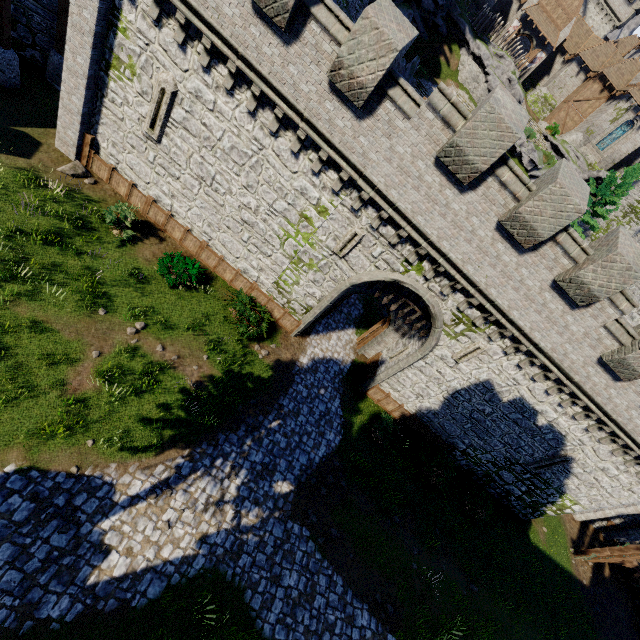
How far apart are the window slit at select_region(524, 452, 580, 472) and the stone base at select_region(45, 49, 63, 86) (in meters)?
31.17

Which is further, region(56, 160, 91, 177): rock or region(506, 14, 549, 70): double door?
region(506, 14, 549, 70): double door

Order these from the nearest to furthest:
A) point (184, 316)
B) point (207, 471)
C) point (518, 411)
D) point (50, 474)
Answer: point (50, 474)
point (207, 471)
point (184, 316)
point (518, 411)

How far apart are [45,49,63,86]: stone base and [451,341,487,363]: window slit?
23.28m

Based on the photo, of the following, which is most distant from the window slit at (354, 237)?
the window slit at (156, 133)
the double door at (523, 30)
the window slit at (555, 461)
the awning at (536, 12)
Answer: the awning at (536, 12)

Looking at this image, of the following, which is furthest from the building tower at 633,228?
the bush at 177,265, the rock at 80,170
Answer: the rock at 80,170

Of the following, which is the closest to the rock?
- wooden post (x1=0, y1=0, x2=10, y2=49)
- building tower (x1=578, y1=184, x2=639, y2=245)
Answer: wooden post (x1=0, y1=0, x2=10, y2=49)

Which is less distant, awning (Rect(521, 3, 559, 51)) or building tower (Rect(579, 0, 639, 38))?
awning (Rect(521, 3, 559, 51))
